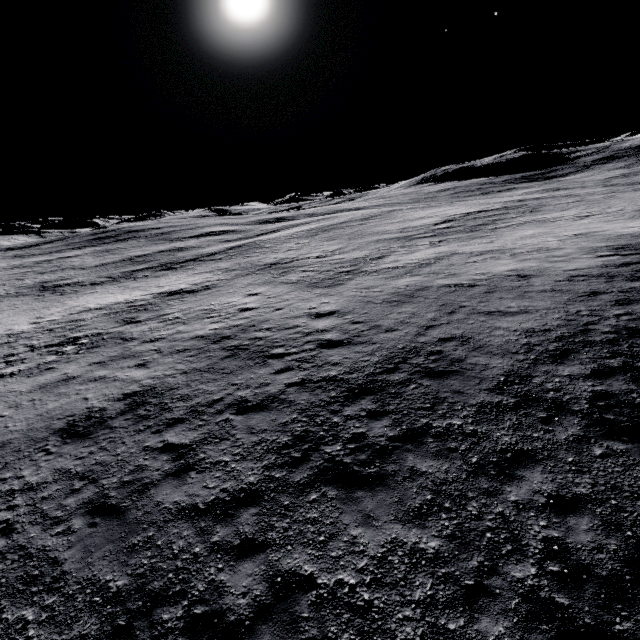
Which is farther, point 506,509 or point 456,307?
point 456,307
